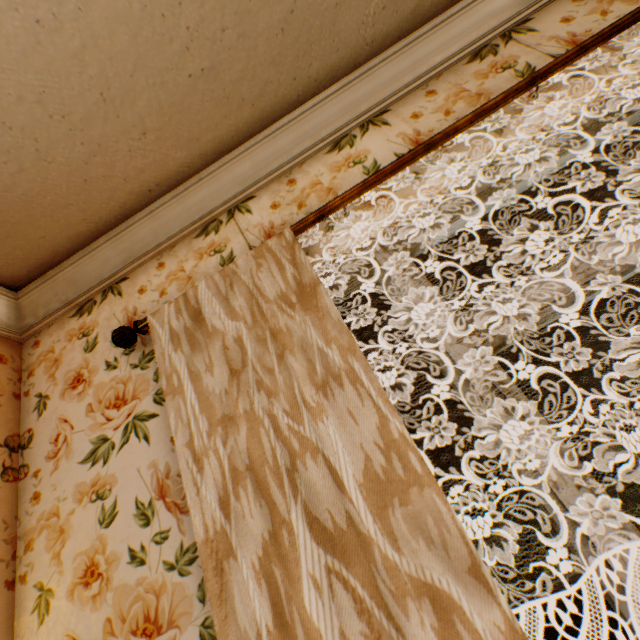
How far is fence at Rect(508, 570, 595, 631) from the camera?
10.49m

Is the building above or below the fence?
above

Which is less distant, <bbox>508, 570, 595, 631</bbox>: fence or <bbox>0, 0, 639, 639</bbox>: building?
<bbox>0, 0, 639, 639</bbox>: building

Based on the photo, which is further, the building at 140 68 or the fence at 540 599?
the fence at 540 599

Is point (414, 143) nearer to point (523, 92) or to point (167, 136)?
point (523, 92)

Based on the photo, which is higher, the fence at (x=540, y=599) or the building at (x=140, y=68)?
the building at (x=140, y=68)
